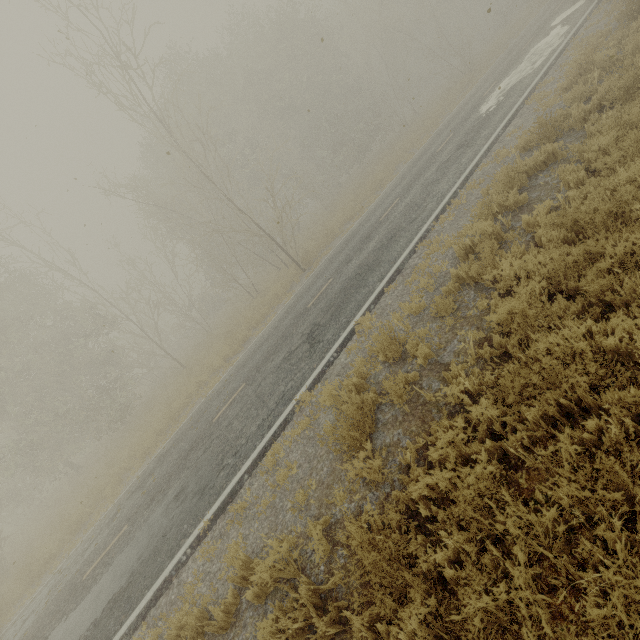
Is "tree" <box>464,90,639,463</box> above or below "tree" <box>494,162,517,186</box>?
below

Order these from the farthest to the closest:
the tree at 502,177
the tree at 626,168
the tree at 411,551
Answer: the tree at 502,177 < the tree at 626,168 < the tree at 411,551

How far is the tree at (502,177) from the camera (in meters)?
7.21

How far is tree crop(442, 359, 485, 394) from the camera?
4.31m

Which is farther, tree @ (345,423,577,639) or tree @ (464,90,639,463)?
tree @ (464,90,639,463)

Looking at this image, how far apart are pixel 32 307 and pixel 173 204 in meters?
10.6 m
